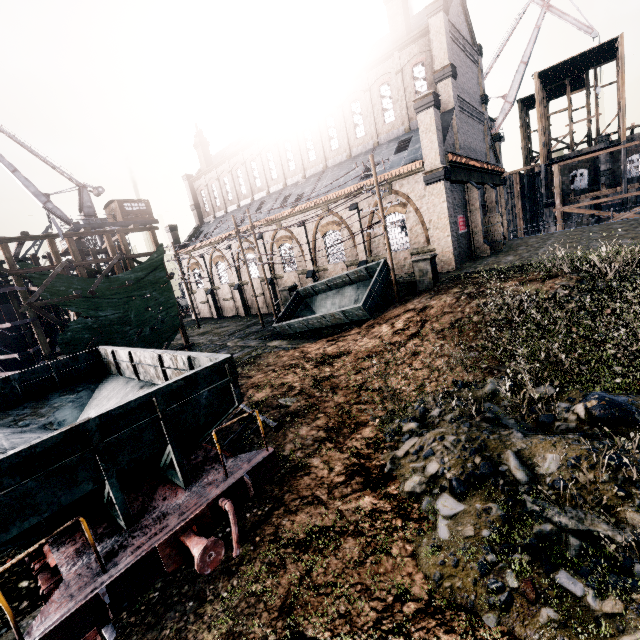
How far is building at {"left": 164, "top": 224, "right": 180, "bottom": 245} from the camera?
44.62m

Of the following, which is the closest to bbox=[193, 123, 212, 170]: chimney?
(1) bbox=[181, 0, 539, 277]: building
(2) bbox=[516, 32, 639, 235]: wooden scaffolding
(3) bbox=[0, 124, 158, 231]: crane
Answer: (1) bbox=[181, 0, 539, 277]: building

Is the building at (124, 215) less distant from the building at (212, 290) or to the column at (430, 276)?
the building at (212, 290)

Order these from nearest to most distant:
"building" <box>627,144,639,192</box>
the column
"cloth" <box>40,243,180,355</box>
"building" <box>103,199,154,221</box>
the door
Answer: the column, "cloth" <box>40,243,180,355</box>, the door, "building" <box>627,144,639,192</box>, "building" <box>103,199,154,221</box>

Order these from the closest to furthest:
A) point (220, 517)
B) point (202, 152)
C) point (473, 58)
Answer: point (220, 517) < point (473, 58) < point (202, 152)

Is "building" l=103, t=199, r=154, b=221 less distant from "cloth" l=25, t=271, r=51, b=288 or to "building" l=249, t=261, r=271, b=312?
"building" l=249, t=261, r=271, b=312

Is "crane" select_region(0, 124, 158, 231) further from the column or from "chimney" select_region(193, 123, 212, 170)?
the column

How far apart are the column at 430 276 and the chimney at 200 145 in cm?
3780
